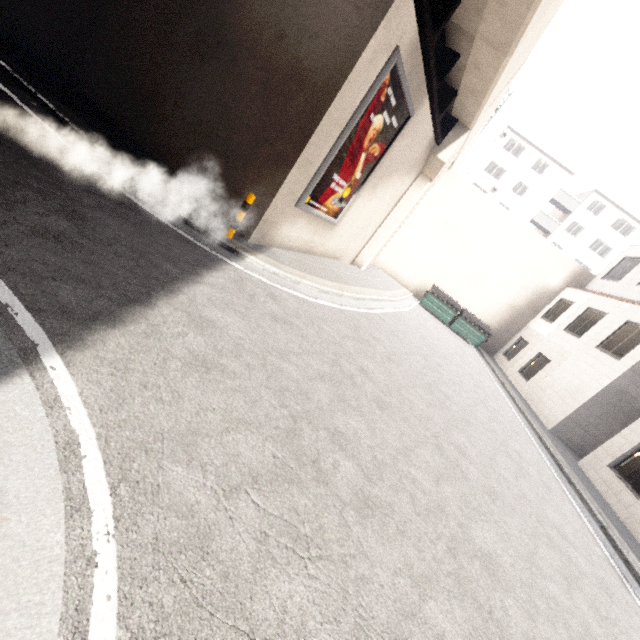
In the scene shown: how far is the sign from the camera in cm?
748

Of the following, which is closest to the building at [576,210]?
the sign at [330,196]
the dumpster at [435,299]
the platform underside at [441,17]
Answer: the platform underside at [441,17]

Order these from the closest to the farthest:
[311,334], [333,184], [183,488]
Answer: [183,488] < [311,334] < [333,184]

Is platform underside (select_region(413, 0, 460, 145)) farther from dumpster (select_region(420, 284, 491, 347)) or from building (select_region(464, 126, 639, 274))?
dumpster (select_region(420, 284, 491, 347))

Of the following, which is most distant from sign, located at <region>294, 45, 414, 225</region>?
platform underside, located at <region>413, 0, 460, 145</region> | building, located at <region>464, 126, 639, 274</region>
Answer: building, located at <region>464, 126, 639, 274</region>

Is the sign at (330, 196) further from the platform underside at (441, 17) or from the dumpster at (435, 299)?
the dumpster at (435, 299)

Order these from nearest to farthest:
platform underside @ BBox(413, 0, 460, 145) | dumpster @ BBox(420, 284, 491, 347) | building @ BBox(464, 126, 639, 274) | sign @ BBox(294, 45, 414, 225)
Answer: platform underside @ BBox(413, 0, 460, 145), sign @ BBox(294, 45, 414, 225), dumpster @ BBox(420, 284, 491, 347), building @ BBox(464, 126, 639, 274)

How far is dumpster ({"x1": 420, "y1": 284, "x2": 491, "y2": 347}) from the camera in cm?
1897
